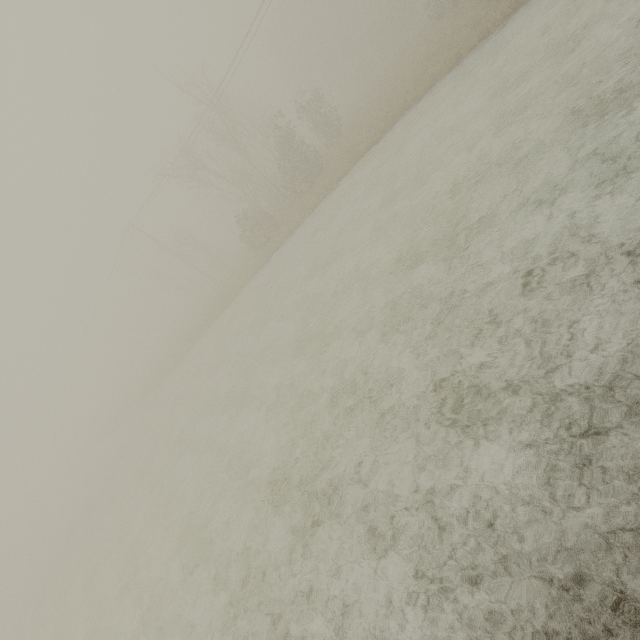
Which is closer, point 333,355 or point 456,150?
point 333,355
